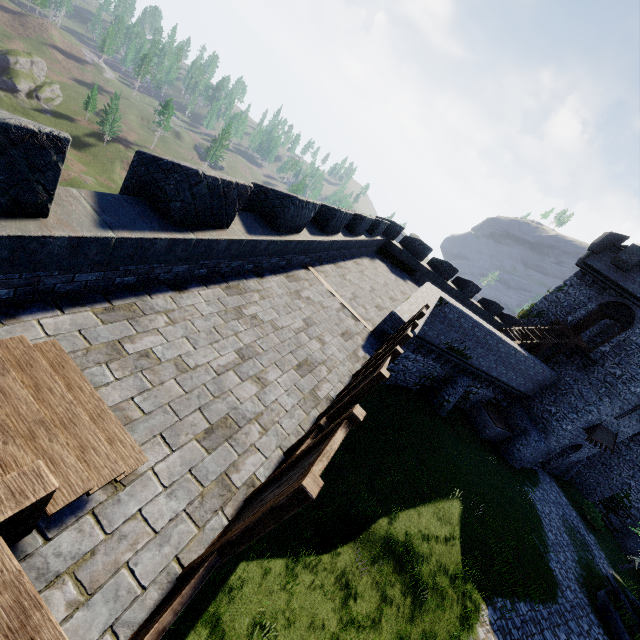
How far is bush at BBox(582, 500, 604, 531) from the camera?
26.2 meters

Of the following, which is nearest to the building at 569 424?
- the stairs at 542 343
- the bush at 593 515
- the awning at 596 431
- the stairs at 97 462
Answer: the awning at 596 431

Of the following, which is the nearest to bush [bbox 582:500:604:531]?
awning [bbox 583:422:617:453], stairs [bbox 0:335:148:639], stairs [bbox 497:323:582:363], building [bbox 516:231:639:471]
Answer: building [bbox 516:231:639:471]

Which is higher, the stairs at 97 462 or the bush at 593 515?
the stairs at 97 462

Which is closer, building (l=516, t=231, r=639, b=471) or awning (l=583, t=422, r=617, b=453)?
building (l=516, t=231, r=639, b=471)

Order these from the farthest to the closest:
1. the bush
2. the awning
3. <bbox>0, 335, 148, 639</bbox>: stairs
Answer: the bush
the awning
<bbox>0, 335, 148, 639</bbox>: stairs

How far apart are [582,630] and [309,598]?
15.0 meters

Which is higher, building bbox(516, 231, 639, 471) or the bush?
building bbox(516, 231, 639, 471)
